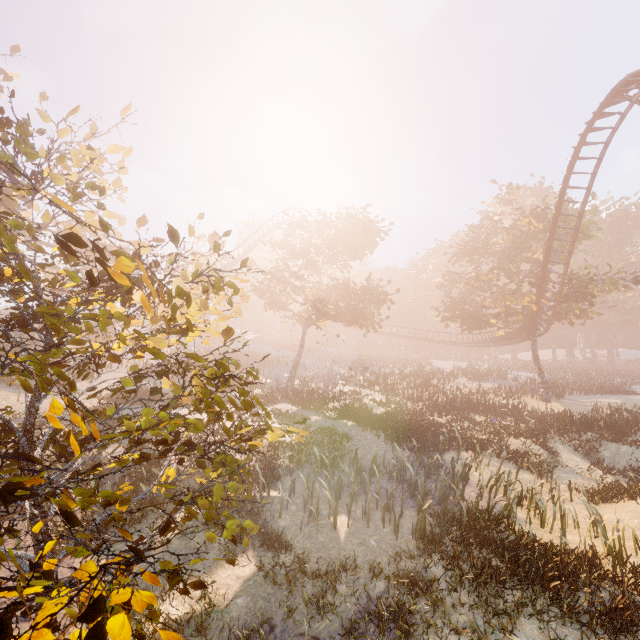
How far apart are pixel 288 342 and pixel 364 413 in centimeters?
3783cm

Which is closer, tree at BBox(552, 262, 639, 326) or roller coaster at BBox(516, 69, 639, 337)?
roller coaster at BBox(516, 69, 639, 337)

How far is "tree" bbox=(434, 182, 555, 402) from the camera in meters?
28.4

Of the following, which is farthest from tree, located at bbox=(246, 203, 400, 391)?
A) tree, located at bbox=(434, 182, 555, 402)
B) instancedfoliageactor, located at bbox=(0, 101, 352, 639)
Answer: instancedfoliageactor, located at bbox=(0, 101, 352, 639)

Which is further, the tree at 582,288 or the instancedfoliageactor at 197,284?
the tree at 582,288

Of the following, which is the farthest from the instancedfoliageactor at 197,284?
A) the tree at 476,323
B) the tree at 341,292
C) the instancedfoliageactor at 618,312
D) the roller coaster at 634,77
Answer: the instancedfoliageactor at 618,312

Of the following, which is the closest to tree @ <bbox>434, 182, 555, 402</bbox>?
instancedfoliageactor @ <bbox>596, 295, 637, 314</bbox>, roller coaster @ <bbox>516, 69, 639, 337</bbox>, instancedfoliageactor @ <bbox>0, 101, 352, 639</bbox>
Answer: roller coaster @ <bbox>516, 69, 639, 337</bbox>

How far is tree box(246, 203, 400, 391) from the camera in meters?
23.4
